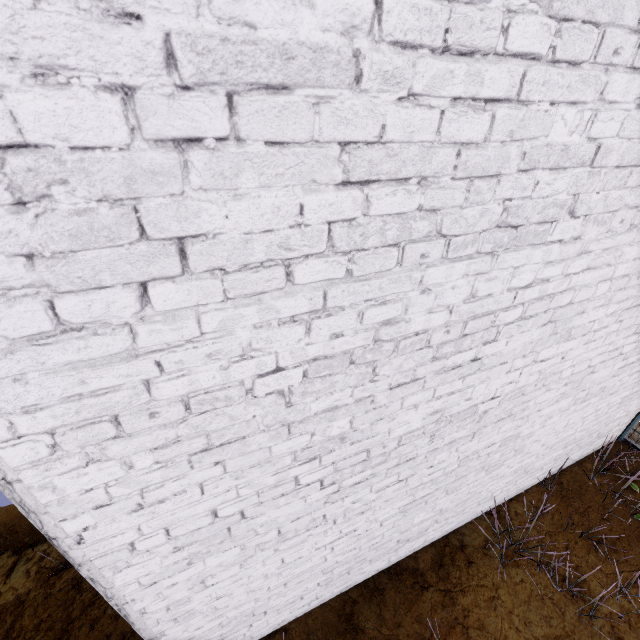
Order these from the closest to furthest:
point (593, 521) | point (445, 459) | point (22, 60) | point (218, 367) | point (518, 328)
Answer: point (22, 60) < point (218, 367) < point (518, 328) < point (445, 459) < point (593, 521)
